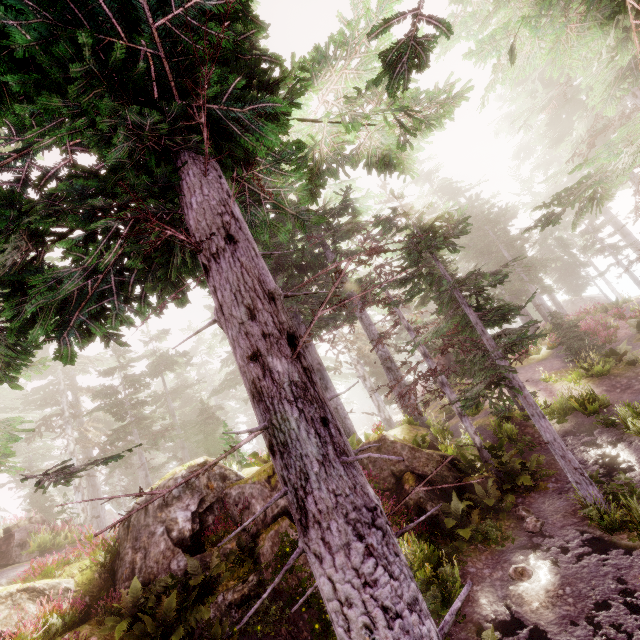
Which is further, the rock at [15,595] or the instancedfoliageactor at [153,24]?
→ the rock at [15,595]

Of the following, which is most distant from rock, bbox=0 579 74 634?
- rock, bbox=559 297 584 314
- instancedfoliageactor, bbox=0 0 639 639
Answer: rock, bbox=559 297 584 314

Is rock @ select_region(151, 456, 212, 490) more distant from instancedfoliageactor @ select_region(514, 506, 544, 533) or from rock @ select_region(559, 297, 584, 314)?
rock @ select_region(559, 297, 584, 314)

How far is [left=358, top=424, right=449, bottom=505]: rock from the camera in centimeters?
1188cm

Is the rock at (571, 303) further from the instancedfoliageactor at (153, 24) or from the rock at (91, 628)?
the rock at (91, 628)

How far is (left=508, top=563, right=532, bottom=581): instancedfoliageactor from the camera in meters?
8.0

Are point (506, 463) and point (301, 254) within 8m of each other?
no
